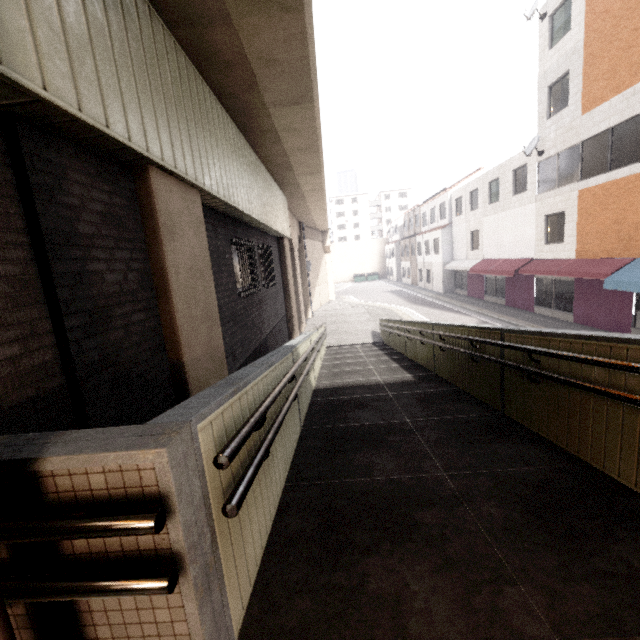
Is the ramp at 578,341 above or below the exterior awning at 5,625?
below

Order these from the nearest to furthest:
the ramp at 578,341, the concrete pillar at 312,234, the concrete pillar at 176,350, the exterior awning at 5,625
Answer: the exterior awning at 5,625 → the ramp at 578,341 → the concrete pillar at 176,350 → the concrete pillar at 312,234

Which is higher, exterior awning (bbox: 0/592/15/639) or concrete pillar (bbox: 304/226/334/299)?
concrete pillar (bbox: 304/226/334/299)

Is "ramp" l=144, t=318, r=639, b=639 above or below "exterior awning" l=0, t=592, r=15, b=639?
below

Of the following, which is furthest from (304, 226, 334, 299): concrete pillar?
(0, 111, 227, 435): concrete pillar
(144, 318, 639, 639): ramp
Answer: (0, 111, 227, 435): concrete pillar

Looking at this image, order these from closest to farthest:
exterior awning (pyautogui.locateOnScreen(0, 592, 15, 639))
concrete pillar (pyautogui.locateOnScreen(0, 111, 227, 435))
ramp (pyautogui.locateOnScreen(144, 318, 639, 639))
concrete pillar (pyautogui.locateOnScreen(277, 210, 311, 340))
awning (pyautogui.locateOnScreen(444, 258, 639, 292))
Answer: exterior awning (pyautogui.locateOnScreen(0, 592, 15, 639)) < ramp (pyautogui.locateOnScreen(144, 318, 639, 639)) < concrete pillar (pyautogui.locateOnScreen(0, 111, 227, 435)) < awning (pyautogui.locateOnScreen(444, 258, 639, 292)) < concrete pillar (pyautogui.locateOnScreen(277, 210, 311, 340))

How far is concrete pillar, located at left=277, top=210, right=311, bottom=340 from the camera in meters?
13.5 m

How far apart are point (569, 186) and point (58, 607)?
19.71m
